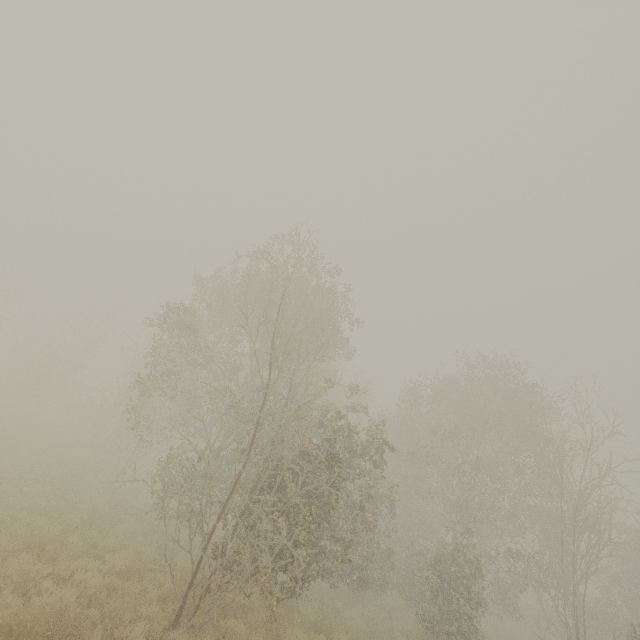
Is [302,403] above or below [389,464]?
below
